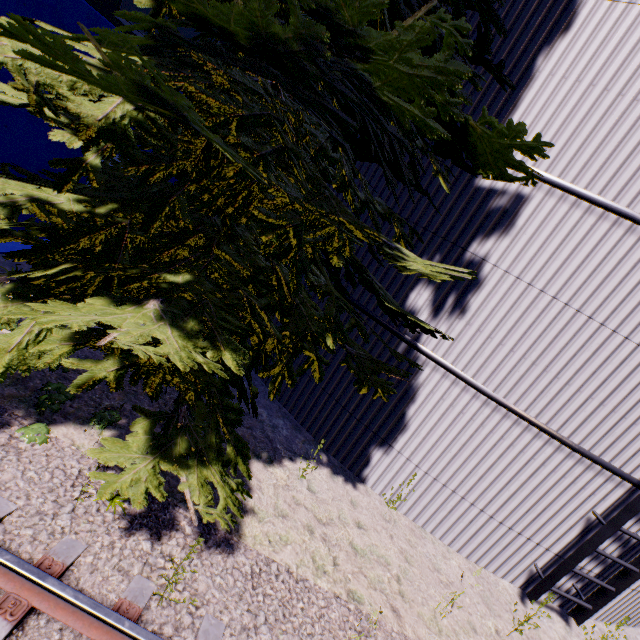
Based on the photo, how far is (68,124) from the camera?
4.04m

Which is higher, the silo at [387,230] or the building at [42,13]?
the building at [42,13]

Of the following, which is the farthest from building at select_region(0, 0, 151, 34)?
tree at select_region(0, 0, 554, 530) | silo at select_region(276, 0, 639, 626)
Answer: silo at select_region(276, 0, 639, 626)

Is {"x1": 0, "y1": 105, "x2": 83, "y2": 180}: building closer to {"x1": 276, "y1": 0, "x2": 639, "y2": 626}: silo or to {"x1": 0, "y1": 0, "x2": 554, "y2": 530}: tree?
{"x1": 0, "y1": 0, "x2": 554, "y2": 530}: tree

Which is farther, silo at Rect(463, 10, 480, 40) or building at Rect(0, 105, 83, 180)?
building at Rect(0, 105, 83, 180)

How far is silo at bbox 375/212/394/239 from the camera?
5.7 meters

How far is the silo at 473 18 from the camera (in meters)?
5.11
